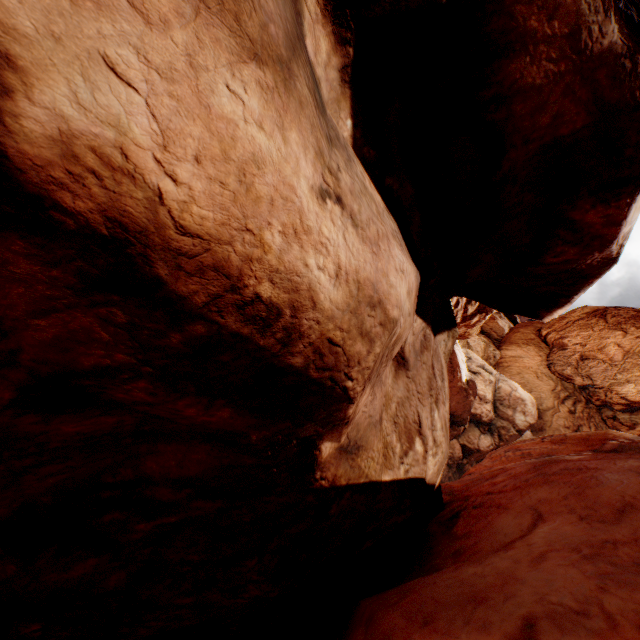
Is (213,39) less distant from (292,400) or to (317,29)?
(317,29)
